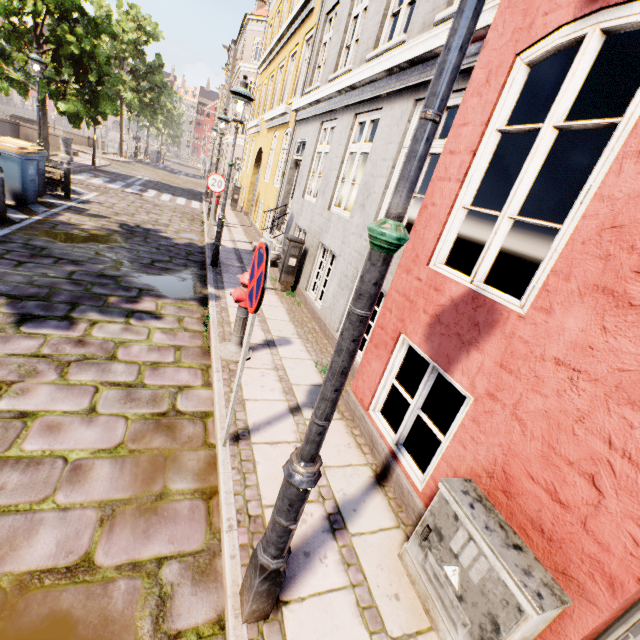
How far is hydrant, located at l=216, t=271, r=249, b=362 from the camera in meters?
4.1

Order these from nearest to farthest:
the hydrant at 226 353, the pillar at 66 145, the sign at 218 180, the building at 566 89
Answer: the building at 566 89 < the hydrant at 226 353 < the sign at 218 180 < the pillar at 66 145

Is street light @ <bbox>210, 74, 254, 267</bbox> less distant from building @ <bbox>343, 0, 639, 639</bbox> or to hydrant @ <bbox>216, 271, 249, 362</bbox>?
hydrant @ <bbox>216, 271, 249, 362</bbox>

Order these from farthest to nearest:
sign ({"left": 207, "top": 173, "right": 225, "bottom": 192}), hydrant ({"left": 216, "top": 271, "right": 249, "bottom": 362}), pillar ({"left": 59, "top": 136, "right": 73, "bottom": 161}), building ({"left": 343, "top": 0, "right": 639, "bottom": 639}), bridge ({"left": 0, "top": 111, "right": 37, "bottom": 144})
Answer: bridge ({"left": 0, "top": 111, "right": 37, "bottom": 144}) < pillar ({"left": 59, "top": 136, "right": 73, "bottom": 161}) < sign ({"left": 207, "top": 173, "right": 225, "bottom": 192}) < hydrant ({"left": 216, "top": 271, "right": 249, "bottom": 362}) < building ({"left": 343, "top": 0, "right": 639, "bottom": 639})

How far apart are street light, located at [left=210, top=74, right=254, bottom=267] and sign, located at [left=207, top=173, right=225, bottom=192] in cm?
268

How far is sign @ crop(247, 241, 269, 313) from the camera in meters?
2.2 m

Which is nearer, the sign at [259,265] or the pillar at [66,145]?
the sign at [259,265]

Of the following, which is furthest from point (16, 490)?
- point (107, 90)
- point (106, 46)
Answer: point (106, 46)
